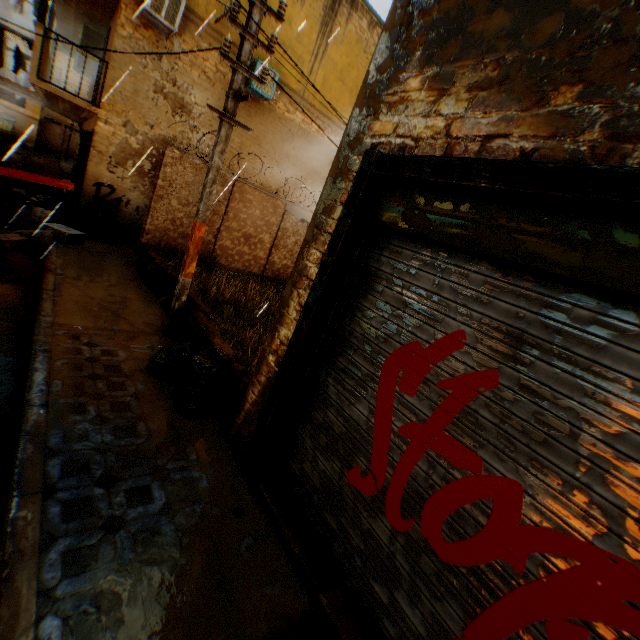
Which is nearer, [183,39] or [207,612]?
[207,612]

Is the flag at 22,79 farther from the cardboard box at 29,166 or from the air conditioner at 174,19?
the air conditioner at 174,19

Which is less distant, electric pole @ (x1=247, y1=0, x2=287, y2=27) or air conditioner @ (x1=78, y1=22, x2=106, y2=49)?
electric pole @ (x1=247, y1=0, x2=287, y2=27)

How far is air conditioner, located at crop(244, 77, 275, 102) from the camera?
10.4 meters

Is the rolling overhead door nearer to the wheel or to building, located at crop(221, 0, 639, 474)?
building, located at crop(221, 0, 639, 474)

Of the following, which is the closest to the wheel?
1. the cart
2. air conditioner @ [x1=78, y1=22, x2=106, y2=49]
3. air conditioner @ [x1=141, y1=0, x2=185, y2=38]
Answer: the cart

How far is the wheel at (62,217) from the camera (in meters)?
9.51

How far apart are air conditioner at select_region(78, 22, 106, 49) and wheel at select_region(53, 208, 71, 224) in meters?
5.5
